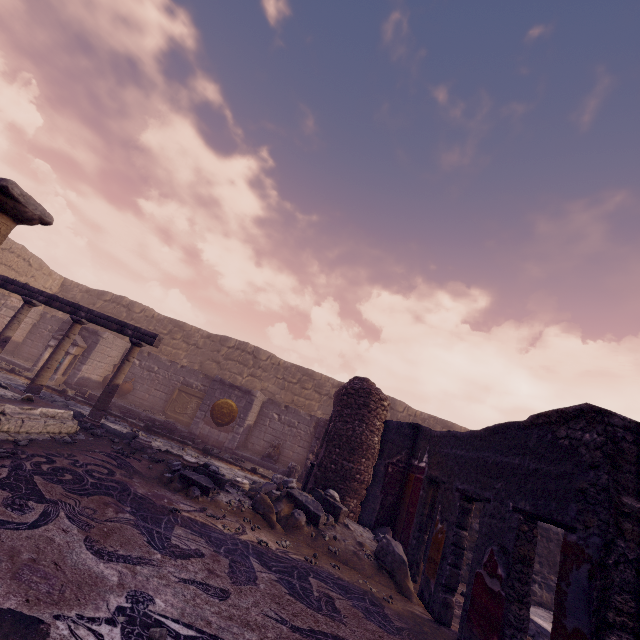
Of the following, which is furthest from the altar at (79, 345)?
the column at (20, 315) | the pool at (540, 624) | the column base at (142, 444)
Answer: the pool at (540, 624)

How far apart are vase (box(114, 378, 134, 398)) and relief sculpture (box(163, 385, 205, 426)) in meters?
1.7 m

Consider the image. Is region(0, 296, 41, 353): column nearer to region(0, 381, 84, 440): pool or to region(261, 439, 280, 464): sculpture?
region(0, 381, 84, 440): pool

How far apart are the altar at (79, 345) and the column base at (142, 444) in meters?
6.3

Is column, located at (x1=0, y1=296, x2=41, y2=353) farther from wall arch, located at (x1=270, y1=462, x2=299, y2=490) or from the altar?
wall arch, located at (x1=270, y1=462, x2=299, y2=490)

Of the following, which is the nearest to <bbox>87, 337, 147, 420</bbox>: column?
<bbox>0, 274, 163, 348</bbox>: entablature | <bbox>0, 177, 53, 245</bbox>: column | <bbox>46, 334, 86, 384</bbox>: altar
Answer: <bbox>0, 274, 163, 348</bbox>: entablature

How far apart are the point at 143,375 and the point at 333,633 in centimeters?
1399cm

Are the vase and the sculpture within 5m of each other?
no
